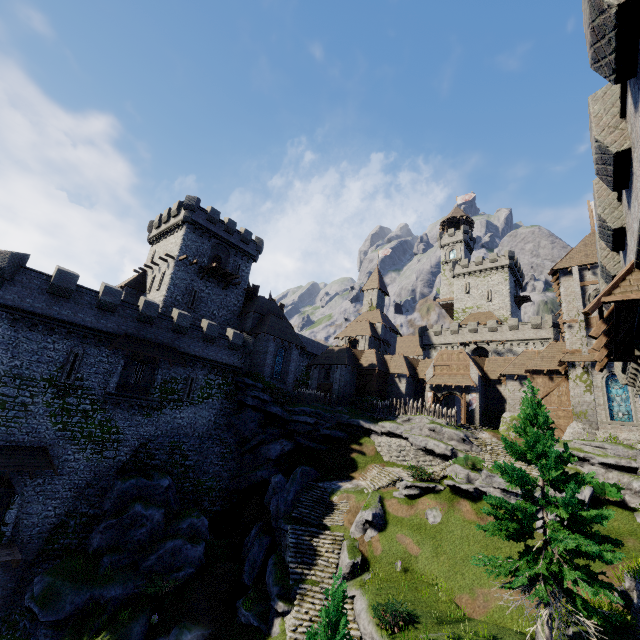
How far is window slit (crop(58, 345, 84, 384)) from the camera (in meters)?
22.84

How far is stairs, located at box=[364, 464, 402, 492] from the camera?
26.8 meters

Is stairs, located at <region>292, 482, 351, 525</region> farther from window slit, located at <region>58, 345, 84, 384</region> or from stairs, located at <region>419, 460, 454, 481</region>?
window slit, located at <region>58, 345, 84, 384</region>

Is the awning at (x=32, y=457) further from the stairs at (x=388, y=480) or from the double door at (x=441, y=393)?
the double door at (x=441, y=393)

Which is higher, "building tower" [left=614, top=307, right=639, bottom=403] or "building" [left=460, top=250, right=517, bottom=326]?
"building" [left=460, top=250, right=517, bottom=326]

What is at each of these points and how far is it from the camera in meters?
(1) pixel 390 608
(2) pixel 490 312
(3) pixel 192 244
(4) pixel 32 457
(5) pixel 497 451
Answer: (1) bush, 14.8
(2) building, 58.6
(3) building, 37.6
(4) awning, 21.0
(5) stairs, 29.4

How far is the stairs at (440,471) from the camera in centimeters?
2562cm

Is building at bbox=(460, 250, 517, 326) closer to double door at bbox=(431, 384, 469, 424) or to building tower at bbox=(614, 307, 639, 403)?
double door at bbox=(431, 384, 469, 424)
